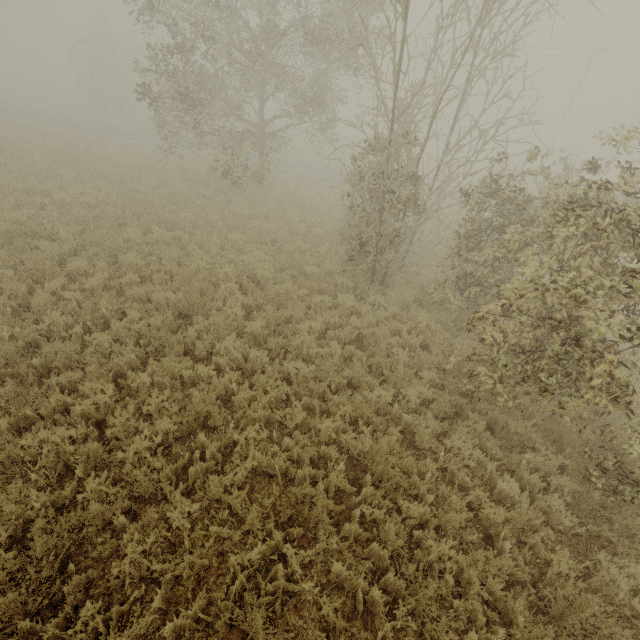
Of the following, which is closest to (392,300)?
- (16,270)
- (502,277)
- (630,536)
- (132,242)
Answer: (502,277)
